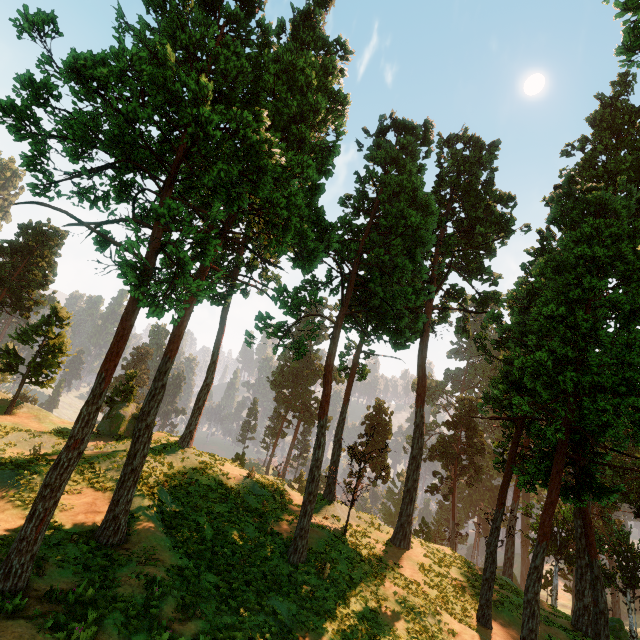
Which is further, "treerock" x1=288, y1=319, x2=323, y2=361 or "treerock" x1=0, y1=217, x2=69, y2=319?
"treerock" x1=0, y1=217, x2=69, y2=319

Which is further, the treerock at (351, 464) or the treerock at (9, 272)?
the treerock at (9, 272)

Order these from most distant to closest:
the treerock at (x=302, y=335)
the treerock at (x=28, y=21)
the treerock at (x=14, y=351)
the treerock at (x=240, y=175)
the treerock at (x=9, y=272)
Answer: the treerock at (x=9, y=272) → the treerock at (x=14, y=351) → the treerock at (x=302, y=335) → the treerock at (x=240, y=175) → the treerock at (x=28, y=21)

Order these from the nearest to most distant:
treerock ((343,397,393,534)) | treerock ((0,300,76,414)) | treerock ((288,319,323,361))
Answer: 1. treerock ((288,319,323,361))
2. treerock ((343,397,393,534))
3. treerock ((0,300,76,414))

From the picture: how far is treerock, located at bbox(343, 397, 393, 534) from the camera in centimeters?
2316cm

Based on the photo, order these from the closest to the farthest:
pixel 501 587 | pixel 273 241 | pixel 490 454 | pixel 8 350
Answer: pixel 273 241 → pixel 501 587 → pixel 8 350 → pixel 490 454
